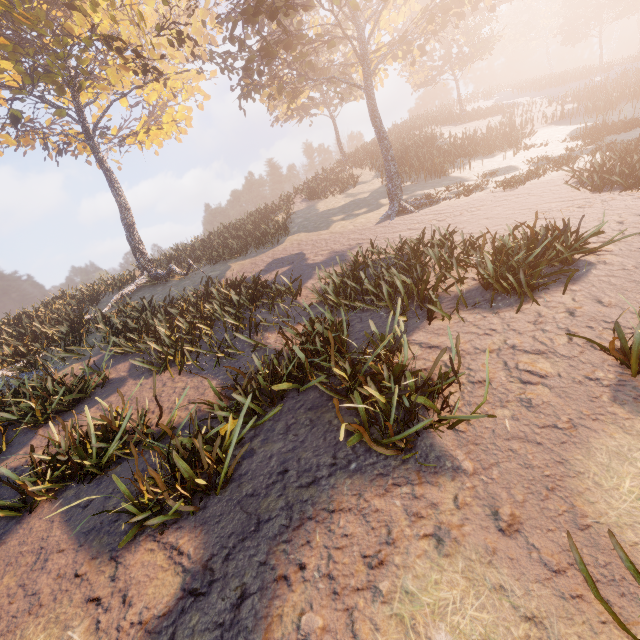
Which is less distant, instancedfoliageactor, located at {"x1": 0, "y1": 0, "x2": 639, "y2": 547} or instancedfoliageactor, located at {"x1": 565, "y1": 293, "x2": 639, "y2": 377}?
instancedfoliageactor, located at {"x1": 565, "y1": 293, "x2": 639, "y2": 377}

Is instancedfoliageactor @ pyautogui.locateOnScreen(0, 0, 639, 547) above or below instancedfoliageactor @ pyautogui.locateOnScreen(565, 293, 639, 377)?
above

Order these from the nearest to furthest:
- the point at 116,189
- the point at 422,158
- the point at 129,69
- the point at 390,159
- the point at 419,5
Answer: the point at 129,69
the point at 390,159
the point at 116,189
the point at 419,5
the point at 422,158

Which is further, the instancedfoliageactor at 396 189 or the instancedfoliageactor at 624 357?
the instancedfoliageactor at 396 189

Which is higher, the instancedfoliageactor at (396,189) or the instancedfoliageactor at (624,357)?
the instancedfoliageactor at (396,189)
